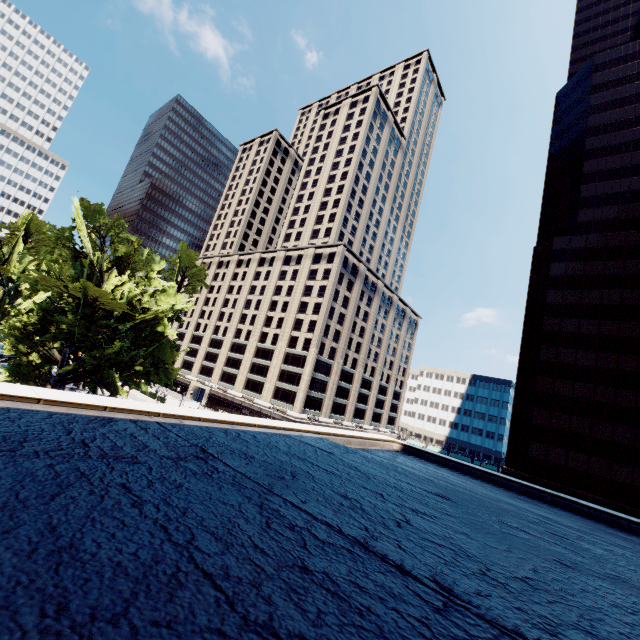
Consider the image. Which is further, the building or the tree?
the tree

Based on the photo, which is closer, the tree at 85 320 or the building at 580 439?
the building at 580 439

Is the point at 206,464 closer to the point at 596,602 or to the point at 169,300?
the point at 596,602
